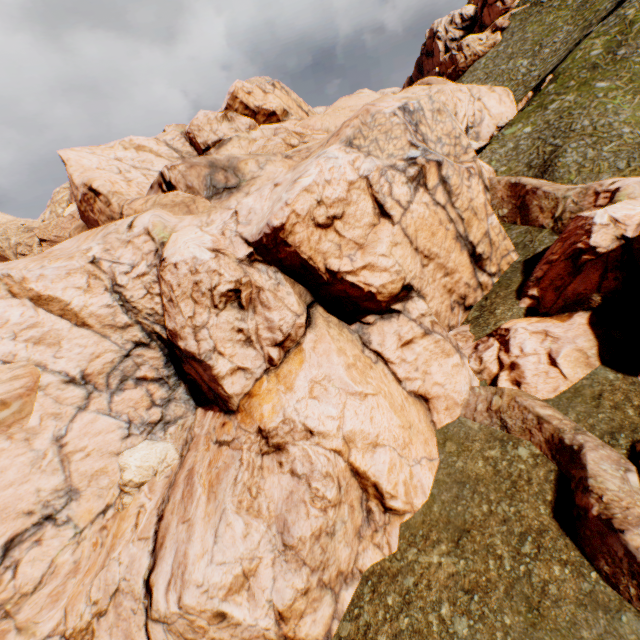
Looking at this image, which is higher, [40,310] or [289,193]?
[289,193]
